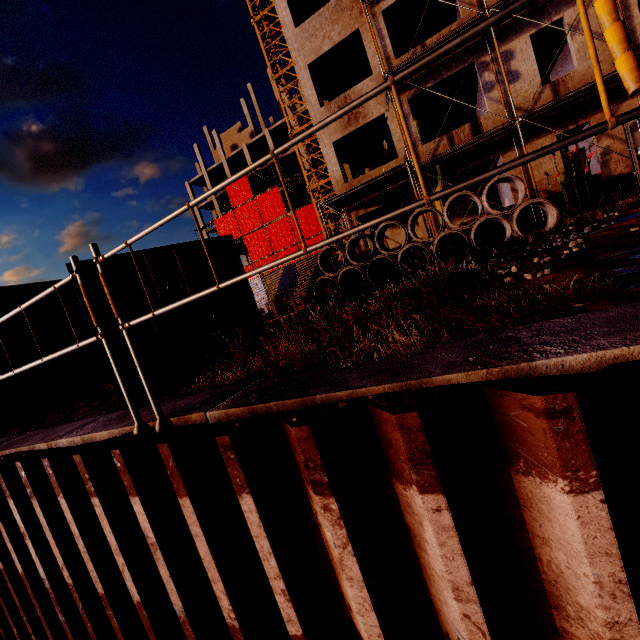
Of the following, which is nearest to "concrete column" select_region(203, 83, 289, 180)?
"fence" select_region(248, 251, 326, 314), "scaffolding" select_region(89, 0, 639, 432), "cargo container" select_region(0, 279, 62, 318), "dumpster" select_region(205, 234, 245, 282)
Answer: "fence" select_region(248, 251, 326, 314)

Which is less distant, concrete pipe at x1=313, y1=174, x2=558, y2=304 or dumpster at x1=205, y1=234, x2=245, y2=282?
dumpster at x1=205, y1=234, x2=245, y2=282

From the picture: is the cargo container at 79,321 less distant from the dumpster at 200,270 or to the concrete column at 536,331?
the dumpster at 200,270

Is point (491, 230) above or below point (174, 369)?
above

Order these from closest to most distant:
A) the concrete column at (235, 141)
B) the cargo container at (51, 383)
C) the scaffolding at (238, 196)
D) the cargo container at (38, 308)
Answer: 1. the scaffolding at (238, 196)
2. the cargo container at (51, 383)
3. the cargo container at (38, 308)
4. the concrete column at (235, 141)

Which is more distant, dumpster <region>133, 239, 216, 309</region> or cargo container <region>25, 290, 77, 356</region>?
cargo container <region>25, 290, 77, 356</region>

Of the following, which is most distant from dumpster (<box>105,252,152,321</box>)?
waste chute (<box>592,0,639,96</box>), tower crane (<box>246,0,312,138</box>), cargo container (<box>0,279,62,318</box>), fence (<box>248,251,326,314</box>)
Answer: tower crane (<box>246,0,312,138</box>)

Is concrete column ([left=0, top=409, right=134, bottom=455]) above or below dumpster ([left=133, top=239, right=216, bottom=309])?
below
